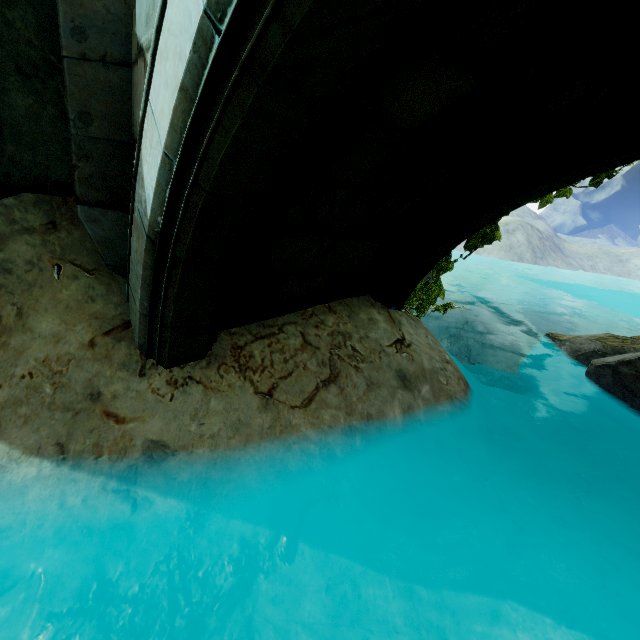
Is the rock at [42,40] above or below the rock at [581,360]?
above

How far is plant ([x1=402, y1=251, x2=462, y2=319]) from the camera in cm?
512

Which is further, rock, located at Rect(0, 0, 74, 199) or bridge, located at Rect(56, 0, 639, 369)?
rock, located at Rect(0, 0, 74, 199)

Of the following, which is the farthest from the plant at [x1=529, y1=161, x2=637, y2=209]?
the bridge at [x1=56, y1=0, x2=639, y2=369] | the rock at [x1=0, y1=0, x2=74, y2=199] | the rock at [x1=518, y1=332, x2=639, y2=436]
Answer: the rock at [x1=0, y1=0, x2=74, y2=199]

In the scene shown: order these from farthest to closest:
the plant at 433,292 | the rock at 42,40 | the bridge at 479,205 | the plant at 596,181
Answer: the plant at 433,292 → the plant at 596,181 → the rock at 42,40 → the bridge at 479,205

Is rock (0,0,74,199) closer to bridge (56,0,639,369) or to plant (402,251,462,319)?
bridge (56,0,639,369)

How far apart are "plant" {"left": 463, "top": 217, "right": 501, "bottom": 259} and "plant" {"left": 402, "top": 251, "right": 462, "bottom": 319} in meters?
0.3 m

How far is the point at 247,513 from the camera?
2.8m
